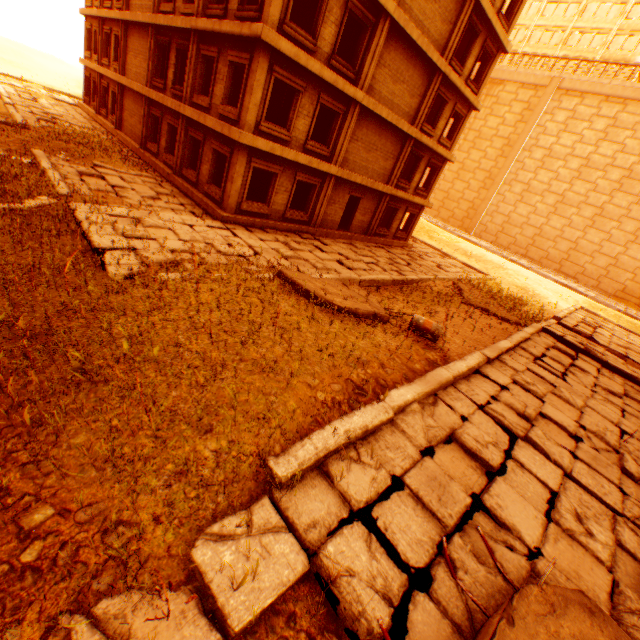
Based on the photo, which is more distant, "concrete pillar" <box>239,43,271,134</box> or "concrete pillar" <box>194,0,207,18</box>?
"concrete pillar" <box>194,0,207,18</box>

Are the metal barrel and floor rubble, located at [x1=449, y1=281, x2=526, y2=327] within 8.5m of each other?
yes

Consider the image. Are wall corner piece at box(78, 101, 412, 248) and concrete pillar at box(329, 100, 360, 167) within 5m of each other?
yes

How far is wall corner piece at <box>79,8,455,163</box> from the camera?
10.8 meters

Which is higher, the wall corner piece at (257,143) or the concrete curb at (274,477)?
the wall corner piece at (257,143)

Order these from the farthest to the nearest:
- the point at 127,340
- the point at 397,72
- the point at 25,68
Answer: the point at 25,68 → the point at 397,72 → the point at 127,340

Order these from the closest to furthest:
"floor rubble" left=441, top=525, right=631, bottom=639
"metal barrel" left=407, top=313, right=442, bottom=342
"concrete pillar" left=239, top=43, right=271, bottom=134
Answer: "floor rubble" left=441, top=525, right=631, bottom=639 < "metal barrel" left=407, top=313, right=442, bottom=342 < "concrete pillar" left=239, top=43, right=271, bottom=134

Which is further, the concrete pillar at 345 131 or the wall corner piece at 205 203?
the concrete pillar at 345 131
